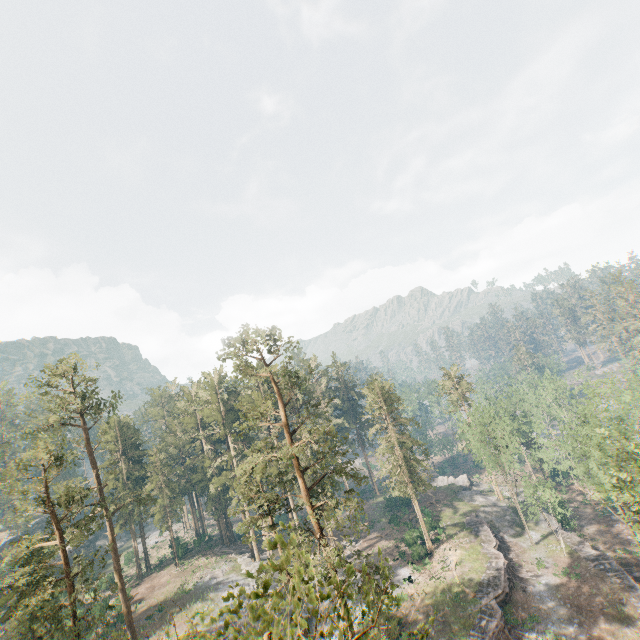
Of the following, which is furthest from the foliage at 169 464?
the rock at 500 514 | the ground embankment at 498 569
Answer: the ground embankment at 498 569

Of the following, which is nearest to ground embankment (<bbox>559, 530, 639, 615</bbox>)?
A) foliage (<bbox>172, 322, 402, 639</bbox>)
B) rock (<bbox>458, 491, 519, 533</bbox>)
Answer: foliage (<bbox>172, 322, 402, 639</bbox>)

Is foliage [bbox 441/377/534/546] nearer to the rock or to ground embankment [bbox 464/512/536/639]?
the rock

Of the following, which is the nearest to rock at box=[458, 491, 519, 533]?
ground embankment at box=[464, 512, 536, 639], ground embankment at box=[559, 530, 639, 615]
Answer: ground embankment at box=[464, 512, 536, 639]

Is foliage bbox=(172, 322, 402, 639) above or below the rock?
above

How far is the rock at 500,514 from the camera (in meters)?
48.91

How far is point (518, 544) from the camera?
44.3m

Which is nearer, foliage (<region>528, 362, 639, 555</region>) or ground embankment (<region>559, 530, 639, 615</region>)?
foliage (<region>528, 362, 639, 555</region>)
